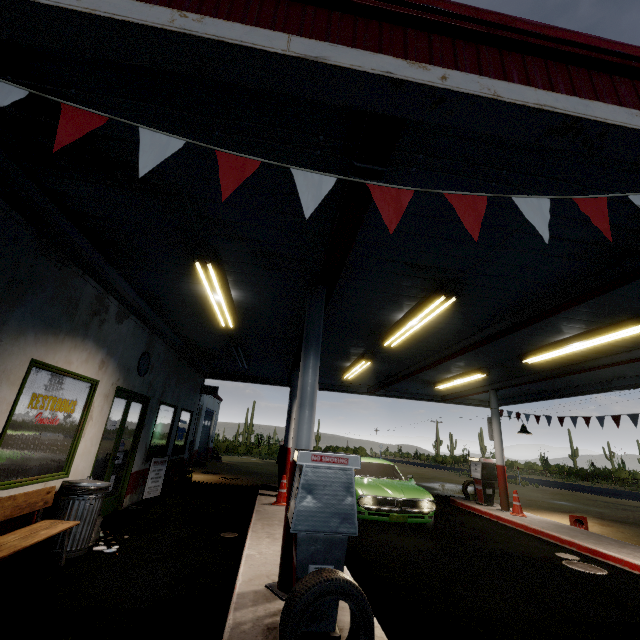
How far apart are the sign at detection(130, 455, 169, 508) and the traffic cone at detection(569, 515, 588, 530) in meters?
11.3 m

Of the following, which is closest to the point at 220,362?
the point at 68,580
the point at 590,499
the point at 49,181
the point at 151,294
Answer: the point at 151,294

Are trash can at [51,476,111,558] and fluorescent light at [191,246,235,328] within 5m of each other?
yes

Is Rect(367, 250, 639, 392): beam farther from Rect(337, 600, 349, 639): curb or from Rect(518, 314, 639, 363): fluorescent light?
Rect(337, 600, 349, 639): curb

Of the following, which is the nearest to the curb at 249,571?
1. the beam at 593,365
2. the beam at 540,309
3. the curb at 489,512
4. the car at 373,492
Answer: the car at 373,492

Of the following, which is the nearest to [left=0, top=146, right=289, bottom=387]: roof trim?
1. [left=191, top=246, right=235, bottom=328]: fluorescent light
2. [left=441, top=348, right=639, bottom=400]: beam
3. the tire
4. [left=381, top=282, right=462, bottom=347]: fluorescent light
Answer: [left=441, top=348, right=639, bottom=400]: beam

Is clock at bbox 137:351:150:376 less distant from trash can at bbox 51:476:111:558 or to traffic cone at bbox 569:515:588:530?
trash can at bbox 51:476:111:558

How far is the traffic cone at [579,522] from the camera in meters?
9.0 m
